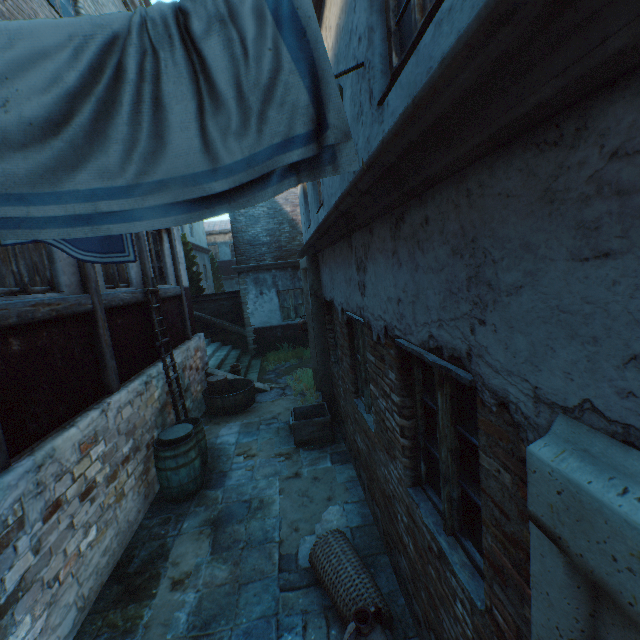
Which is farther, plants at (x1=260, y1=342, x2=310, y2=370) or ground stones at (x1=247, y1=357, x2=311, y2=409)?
plants at (x1=260, y1=342, x2=310, y2=370)

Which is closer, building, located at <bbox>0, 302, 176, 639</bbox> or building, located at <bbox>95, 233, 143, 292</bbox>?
building, located at <bbox>0, 302, 176, 639</bbox>

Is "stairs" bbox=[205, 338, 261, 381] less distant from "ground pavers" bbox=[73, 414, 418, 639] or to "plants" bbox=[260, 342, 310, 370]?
"plants" bbox=[260, 342, 310, 370]

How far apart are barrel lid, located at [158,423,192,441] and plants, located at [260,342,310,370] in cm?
657

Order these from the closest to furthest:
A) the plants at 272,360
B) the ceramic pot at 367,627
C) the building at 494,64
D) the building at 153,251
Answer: the building at 494,64
the ceramic pot at 367,627
the building at 153,251
the plants at 272,360

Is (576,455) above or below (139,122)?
below

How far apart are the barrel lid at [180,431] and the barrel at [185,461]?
0.02m

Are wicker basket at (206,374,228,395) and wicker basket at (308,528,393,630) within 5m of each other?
no
